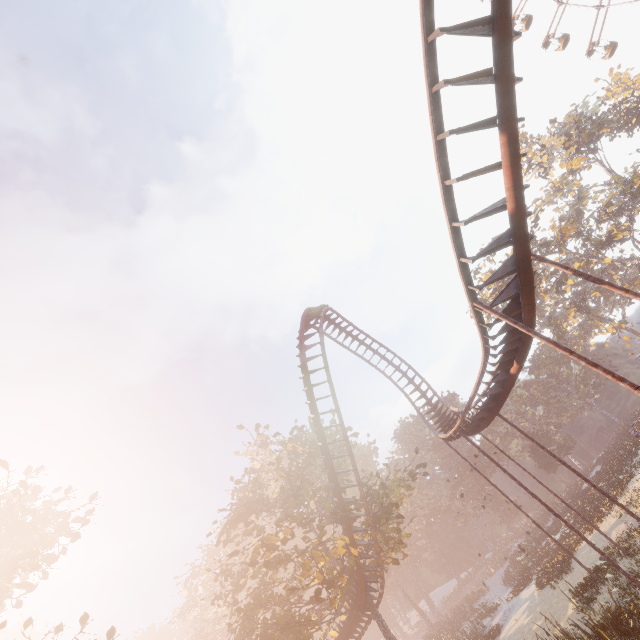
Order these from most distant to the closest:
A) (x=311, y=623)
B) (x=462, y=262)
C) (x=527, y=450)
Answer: (x=527, y=450) → (x=311, y=623) → (x=462, y=262)

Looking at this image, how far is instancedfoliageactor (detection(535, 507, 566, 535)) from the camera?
36.9 meters

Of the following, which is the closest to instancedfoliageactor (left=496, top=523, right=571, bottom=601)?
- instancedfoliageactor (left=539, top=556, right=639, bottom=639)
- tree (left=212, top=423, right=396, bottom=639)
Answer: tree (left=212, top=423, right=396, bottom=639)

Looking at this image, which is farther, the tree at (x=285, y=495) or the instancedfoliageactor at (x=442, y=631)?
the instancedfoliageactor at (x=442, y=631)

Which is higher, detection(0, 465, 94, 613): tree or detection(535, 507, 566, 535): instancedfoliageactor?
detection(0, 465, 94, 613): tree

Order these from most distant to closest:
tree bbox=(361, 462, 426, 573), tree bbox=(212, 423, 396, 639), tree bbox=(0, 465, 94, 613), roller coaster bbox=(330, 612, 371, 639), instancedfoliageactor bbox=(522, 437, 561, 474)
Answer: instancedfoliageactor bbox=(522, 437, 561, 474) → roller coaster bbox=(330, 612, 371, 639) → tree bbox=(361, 462, 426, 573) → tree bbox=(212, 423, 396, 639) → tree bbox=(0, 465, 94, 613)

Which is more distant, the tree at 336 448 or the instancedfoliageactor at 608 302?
the instancedfoliageactor at 608 302
